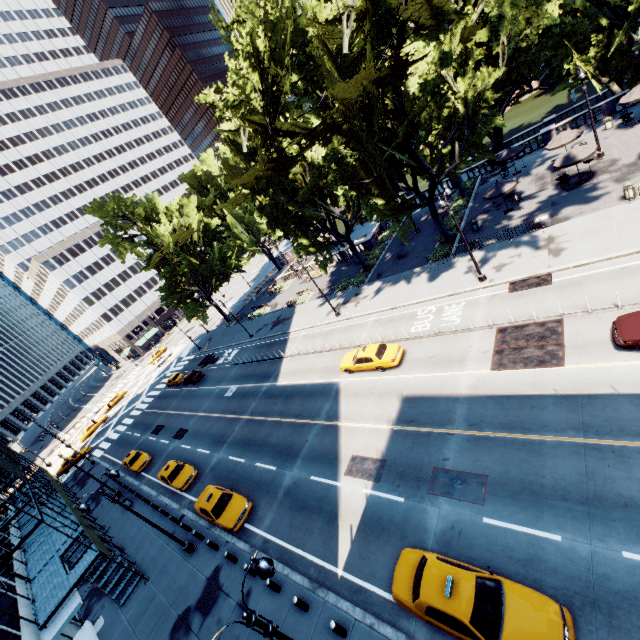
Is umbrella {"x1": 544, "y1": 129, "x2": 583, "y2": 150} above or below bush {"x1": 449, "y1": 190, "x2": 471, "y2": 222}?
above

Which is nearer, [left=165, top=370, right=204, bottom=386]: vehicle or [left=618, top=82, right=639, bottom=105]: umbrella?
[left=618, top=82, right=639, bottom=105]: umbrella

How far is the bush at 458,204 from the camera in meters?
34.7 m

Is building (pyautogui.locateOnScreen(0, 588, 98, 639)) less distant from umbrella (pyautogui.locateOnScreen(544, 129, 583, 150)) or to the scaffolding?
the scaffolding

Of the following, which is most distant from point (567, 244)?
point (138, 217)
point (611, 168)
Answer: point (138, 217)

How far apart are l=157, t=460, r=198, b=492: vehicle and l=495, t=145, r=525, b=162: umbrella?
42.2m

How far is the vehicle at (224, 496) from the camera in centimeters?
1892cm

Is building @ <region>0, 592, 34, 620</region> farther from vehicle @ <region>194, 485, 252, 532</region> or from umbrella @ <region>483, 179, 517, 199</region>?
umbrella @ <region>483, 179, 517, 199</region>
